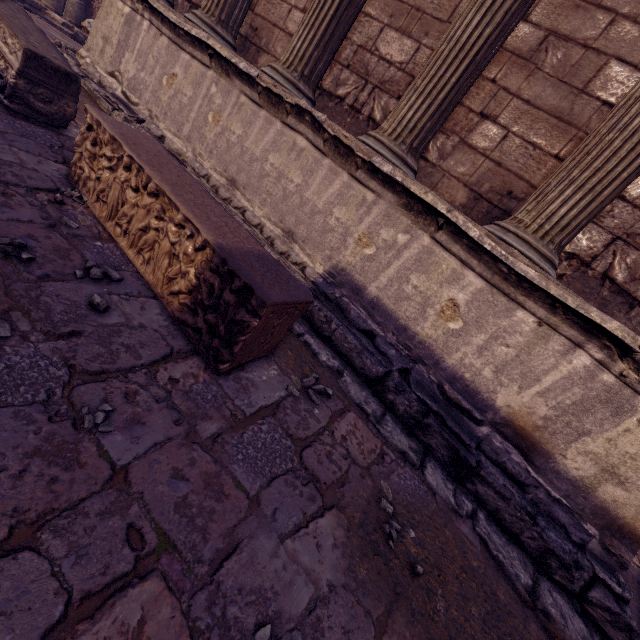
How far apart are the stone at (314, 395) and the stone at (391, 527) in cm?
61

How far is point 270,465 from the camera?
1.5m

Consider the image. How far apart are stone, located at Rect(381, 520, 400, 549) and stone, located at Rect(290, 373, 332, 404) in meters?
0.6 m

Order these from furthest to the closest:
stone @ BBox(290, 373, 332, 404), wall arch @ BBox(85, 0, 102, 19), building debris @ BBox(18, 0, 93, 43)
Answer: wall arch @ BBox(85, 0, 102, 19)
building debris @ BBox(18, 0, 93, 43)
stone @ BBox(290, 373, 332, 404)

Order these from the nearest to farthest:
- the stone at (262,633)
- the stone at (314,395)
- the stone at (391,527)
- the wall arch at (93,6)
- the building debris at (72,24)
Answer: the stone at (262,633) < the stone at (391,527) < the stone at (314,395) < the building debris at (72,24) < the wall arch at (93,6)

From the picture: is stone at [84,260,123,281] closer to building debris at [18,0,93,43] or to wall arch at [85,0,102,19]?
building debris at [18,0,93,43]

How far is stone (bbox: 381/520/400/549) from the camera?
1.6 meters

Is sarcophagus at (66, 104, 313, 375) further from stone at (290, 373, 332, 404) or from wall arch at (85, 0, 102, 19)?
wall arch at (85, 0, 102, 19)
